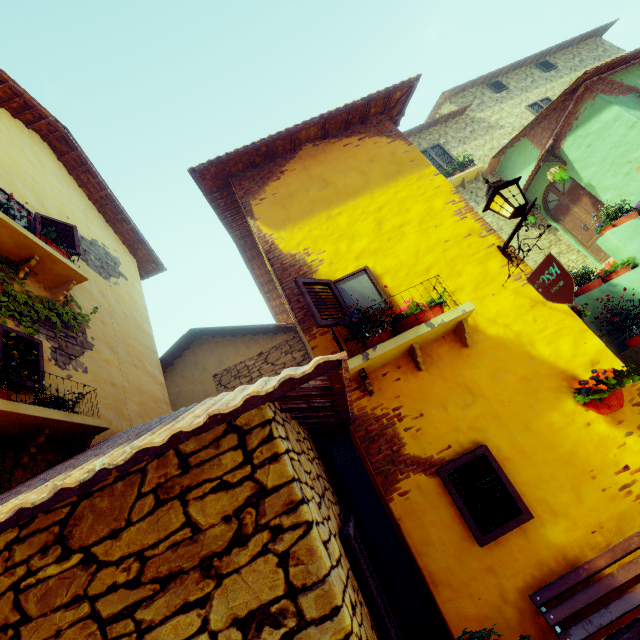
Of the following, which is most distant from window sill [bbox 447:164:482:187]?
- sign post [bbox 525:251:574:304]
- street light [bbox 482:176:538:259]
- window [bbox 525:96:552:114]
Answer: sign post [bbox 525:251:574:304]

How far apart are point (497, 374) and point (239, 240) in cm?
684

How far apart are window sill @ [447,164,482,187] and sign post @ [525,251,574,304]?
9.2m

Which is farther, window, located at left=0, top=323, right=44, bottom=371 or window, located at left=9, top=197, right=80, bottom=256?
window, located at left=9, top=197, right=80, bottom=256

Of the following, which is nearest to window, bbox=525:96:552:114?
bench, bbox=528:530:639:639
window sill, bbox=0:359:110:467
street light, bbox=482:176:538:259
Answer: street light, bbox=482:176:538:259

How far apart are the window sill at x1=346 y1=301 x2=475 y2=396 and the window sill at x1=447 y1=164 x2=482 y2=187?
9.46m

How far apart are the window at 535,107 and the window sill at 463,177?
3.92m

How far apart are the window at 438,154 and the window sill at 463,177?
0.6m
